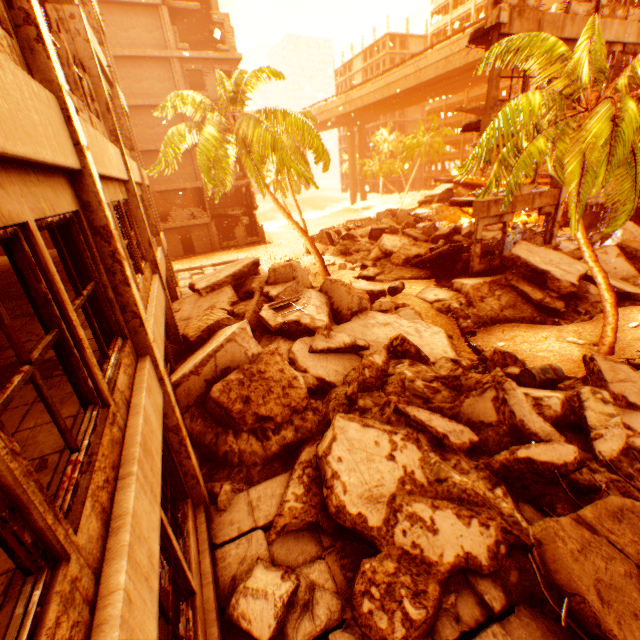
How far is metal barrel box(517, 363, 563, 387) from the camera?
7.9m

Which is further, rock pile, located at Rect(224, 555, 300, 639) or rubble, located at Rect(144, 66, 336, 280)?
rubble, located at Rect(144, 66, 336, 280)

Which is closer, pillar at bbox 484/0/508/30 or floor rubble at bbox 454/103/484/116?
pillar at bbox 484/0/508/30

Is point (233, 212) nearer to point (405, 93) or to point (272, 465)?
point (272, 465)

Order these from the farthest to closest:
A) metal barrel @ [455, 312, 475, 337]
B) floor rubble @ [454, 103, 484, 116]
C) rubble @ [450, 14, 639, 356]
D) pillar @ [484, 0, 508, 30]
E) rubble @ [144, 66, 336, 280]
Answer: floor rubble @ [454, 103, 484, 116]
rubble @ [144, 66, 336, 280]
metal barrel @ [455, 312, 475, 337]
pillar @ [484, 0, 508, 30]
rubble @ [450, 14, 639, 356]

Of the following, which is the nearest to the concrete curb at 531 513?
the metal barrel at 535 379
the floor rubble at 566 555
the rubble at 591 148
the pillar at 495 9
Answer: the floor rubble at 566 555

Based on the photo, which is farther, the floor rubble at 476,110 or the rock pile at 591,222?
the floor rubble at 476,110

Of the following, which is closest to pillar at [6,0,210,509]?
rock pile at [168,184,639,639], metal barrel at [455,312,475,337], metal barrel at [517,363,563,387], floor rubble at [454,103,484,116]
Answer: rock pile at [168,184,639,639]
